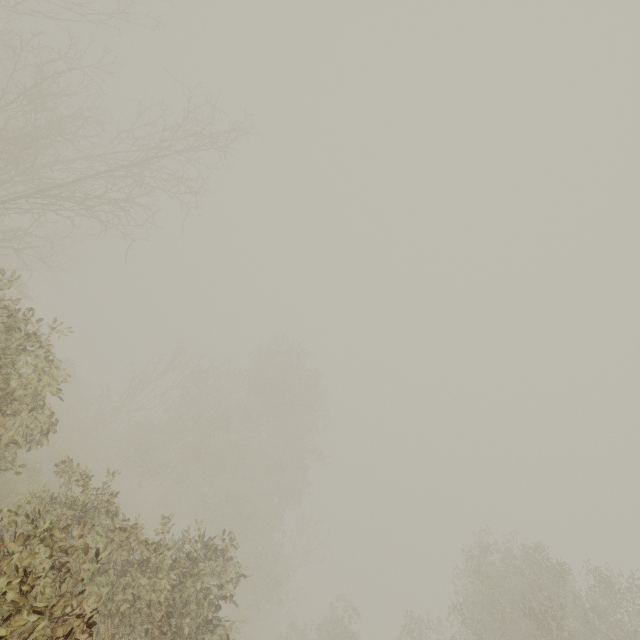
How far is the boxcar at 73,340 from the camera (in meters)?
56.81

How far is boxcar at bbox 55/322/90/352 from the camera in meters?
56.8

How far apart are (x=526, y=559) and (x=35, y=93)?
30.44m
